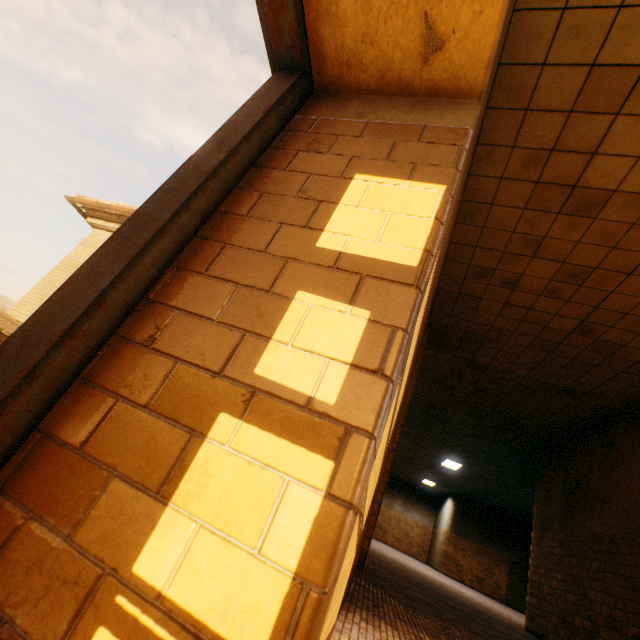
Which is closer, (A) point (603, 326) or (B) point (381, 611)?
(B) point (381, 611)
